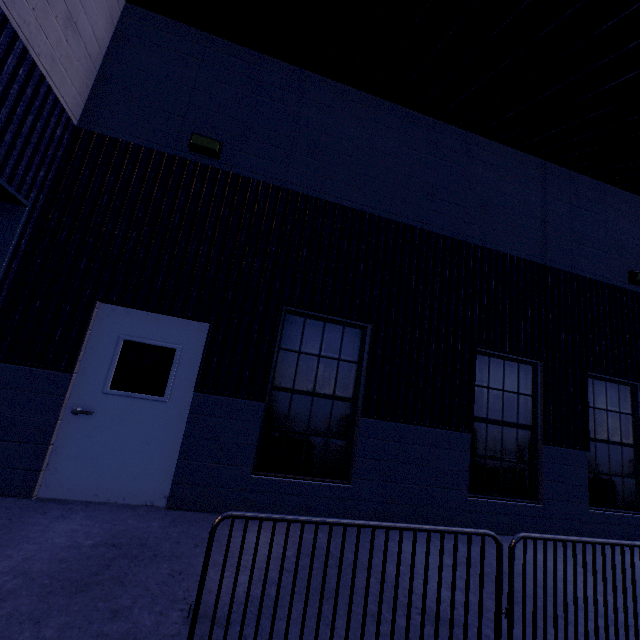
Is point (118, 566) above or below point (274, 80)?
below

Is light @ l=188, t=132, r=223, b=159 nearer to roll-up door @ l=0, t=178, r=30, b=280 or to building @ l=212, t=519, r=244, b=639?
building @ l=212, t=519, r=244, b=639

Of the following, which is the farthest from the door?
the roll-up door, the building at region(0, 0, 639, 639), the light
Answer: the light

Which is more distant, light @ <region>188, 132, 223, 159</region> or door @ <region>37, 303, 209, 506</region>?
light @ <region>188, 132, 223, 159</region>

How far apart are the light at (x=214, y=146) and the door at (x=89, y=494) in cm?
256

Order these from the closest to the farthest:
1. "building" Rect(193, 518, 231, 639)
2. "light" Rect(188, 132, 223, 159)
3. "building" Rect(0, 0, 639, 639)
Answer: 1. "building" Rect(193, 518, 231, 639)
2. "building" Rect(0, 0, 639, 639)
3. "light" Rect(188, 132, 223, 159)

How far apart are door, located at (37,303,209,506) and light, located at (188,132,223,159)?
2.56m

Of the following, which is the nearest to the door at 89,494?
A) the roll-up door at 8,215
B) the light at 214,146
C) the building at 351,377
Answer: the building at 351,377
